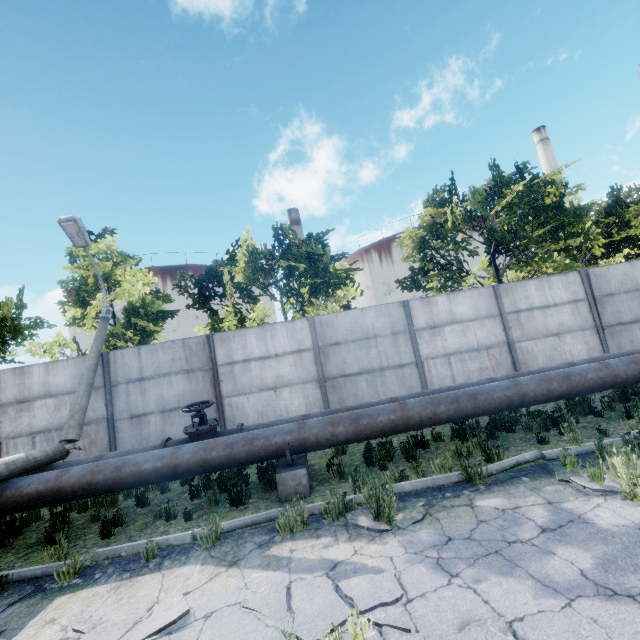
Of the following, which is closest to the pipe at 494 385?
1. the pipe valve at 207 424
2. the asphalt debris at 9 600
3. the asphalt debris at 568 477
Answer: the pipe valve at 207 424

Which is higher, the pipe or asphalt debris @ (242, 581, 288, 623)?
the pipe

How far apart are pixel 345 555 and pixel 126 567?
3.2 meters

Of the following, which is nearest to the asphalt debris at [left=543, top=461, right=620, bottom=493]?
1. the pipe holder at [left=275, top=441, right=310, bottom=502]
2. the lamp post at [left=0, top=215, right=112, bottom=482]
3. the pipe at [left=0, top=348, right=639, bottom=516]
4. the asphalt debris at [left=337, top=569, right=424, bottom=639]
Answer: the asphalt debris at [left=337, top=569, right=424, bottom=639]

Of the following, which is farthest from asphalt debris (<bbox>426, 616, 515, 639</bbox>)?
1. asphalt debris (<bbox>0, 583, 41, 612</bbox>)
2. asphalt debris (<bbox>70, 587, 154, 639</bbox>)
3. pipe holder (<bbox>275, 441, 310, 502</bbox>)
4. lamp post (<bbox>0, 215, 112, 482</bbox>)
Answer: lamp post (<bbox>0, 215, 112, 482</bbox>)

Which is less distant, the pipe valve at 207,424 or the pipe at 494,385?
the pipe at 494,385

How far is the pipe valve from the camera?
6.69m

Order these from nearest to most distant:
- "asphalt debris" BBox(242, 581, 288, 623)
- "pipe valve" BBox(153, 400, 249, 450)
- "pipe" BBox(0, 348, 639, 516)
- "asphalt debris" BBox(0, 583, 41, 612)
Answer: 1. "asphalt debris" BBox(242, 581, 288, 623)
2. "asphalt debris" BBox(0, 583, 41, 612)
3. "pipe" BBox(0, 348, 639, 516)
4. "pipe valve" BBox(153, 400, 249, 450)
